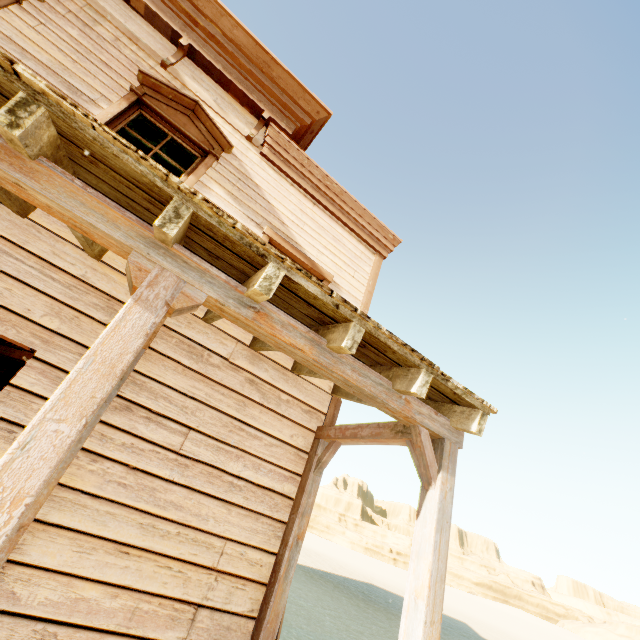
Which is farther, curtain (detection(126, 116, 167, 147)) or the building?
curtain (detection(126, 116, 167, 147))

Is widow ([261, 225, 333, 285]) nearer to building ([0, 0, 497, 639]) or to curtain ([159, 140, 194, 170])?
building ([0, 0, 497, 639])

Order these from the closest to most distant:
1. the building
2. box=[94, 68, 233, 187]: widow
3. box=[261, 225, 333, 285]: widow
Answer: the building, box=[94, 68, 233, 187]: widow, box=[261, 225, 333, 285]: widow

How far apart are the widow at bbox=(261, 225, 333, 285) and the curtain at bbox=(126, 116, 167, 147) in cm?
116

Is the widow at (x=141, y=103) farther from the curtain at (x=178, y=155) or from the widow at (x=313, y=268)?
the widow at (x=313, y=268)

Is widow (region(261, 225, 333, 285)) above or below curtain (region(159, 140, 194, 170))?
below

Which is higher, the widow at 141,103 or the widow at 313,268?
the widow at 141,103

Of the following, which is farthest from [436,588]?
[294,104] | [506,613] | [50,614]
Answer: [506,613]
